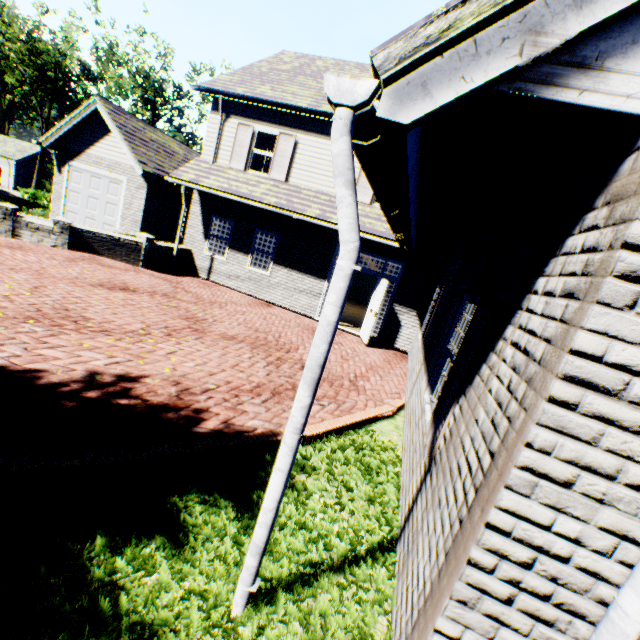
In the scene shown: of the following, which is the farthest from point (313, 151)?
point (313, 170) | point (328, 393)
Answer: point (328, 393)

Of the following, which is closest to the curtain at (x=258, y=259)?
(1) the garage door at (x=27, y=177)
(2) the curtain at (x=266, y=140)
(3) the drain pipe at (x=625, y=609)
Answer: (2) the curtain at (x=266, y=140)

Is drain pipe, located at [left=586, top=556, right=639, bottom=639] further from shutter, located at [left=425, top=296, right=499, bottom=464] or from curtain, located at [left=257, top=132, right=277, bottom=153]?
curtain, located at [left=257, top=132, right=277, bottom=153]

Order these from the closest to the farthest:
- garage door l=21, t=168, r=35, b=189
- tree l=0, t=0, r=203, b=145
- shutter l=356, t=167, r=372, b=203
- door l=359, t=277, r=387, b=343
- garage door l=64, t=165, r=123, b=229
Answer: door l=359, t=277, r=387, b=343 < shutter l=356, t=167, r=372, b=203 < garage door l=64, t=165, r=123, b=229 < tree l=0, t=0, r=203, b=145 < garage door l=21, t=168, r=35, b=189

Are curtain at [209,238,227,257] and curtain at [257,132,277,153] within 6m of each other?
yes

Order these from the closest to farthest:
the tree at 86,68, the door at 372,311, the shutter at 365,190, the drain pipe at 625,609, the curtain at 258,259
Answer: the drain pipe at 625,609 → the door at 372,311 → the shutter at 365,190 → the curtain at 258,259 → the tree at 86,68

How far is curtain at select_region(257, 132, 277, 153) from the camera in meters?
12.2 m

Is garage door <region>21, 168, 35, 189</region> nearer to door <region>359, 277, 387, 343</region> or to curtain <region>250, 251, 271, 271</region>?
curtain <region>250, 251, 271, 271</region>
